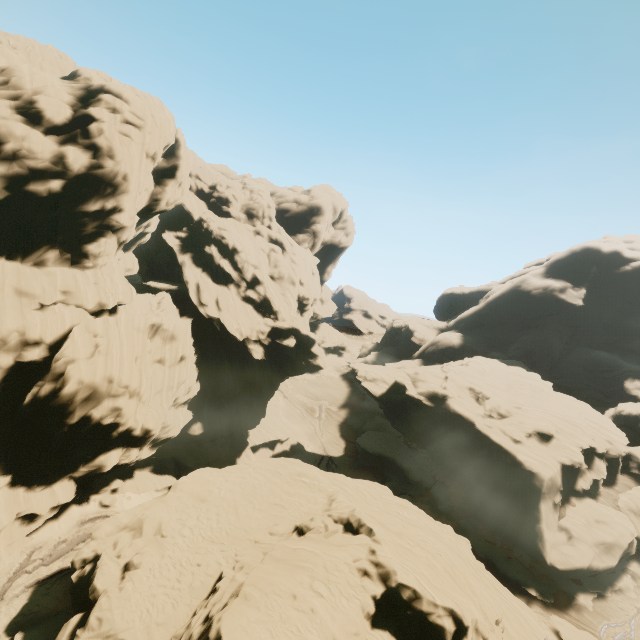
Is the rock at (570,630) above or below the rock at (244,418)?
below

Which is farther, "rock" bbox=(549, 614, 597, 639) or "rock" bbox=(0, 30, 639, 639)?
"rock" bbox=(549, 614, 597, 639)

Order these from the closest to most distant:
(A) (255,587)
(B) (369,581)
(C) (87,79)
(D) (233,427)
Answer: (A) (255,587), (B) (369,581), (C) (87,79), (D) (233,427)

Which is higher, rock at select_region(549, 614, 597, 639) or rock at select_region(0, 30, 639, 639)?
rock at select_region(0, 30, 639, 639)

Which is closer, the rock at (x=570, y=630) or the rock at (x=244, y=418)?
the rock at (x=244, y=418)
